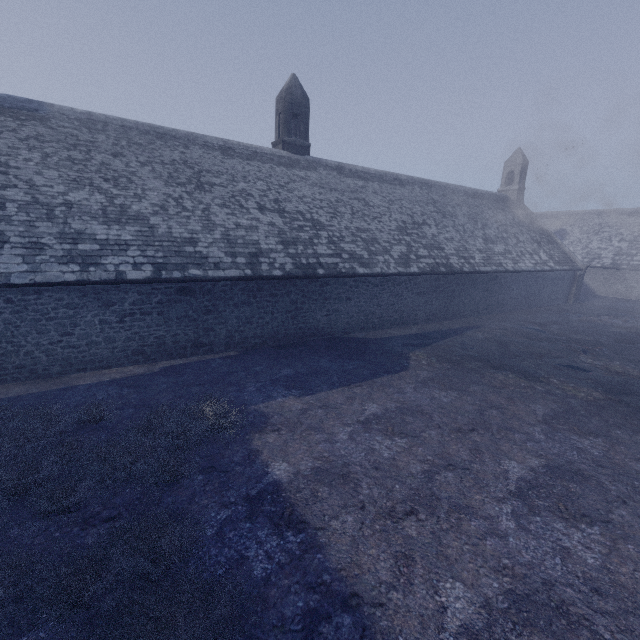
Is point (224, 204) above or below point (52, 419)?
above
